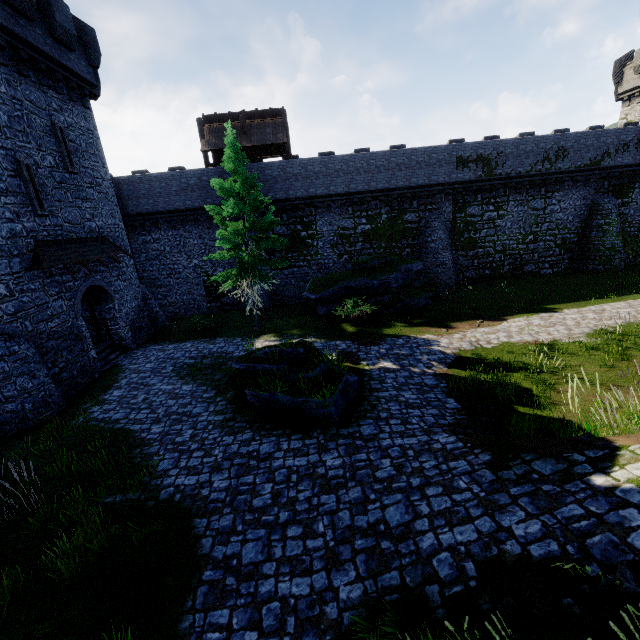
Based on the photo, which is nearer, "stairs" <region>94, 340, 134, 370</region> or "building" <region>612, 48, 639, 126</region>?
"stairs" <region>94, 340, 134, 370</region>

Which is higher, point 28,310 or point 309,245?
point 309,245

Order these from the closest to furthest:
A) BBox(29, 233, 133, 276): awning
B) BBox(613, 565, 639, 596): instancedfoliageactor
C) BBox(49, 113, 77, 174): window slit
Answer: BBox(613, 565, 639, 596): instancedfoliageactor < BBox(29, 233, 133, 276): awning < BBox(49, 113, 77, 174): window slit

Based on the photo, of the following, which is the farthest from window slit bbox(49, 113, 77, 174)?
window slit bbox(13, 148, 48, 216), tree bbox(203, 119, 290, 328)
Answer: tree bbox(203, 119, 290, 328)

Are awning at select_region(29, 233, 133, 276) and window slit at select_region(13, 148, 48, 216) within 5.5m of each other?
yes

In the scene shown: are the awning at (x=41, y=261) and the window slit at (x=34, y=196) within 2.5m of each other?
yes

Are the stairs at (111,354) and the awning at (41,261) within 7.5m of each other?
yes

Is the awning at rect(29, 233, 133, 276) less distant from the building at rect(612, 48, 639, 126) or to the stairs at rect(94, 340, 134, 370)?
the stairs at rect(94, 340, 134, 370)
